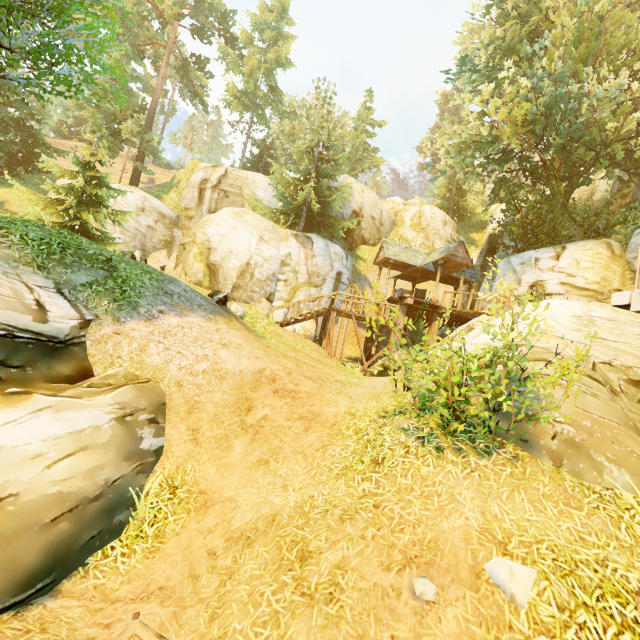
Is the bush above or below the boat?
above

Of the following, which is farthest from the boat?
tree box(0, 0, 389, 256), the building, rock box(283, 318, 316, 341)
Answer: the building

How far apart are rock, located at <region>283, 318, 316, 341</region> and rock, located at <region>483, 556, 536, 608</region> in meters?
16.9

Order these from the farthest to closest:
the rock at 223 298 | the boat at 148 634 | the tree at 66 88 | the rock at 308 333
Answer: the rock at 308 333, the rock at 223 298, the tree at 66 88, the boat at 148 634

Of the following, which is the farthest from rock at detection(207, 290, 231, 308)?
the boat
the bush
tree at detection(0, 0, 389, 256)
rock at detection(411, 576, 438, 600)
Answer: rock at detection(411, 576, 438, 600)

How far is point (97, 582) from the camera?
4.52m

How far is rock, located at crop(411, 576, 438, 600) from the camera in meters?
3.5

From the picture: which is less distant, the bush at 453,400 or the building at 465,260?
the bush at 453,400
